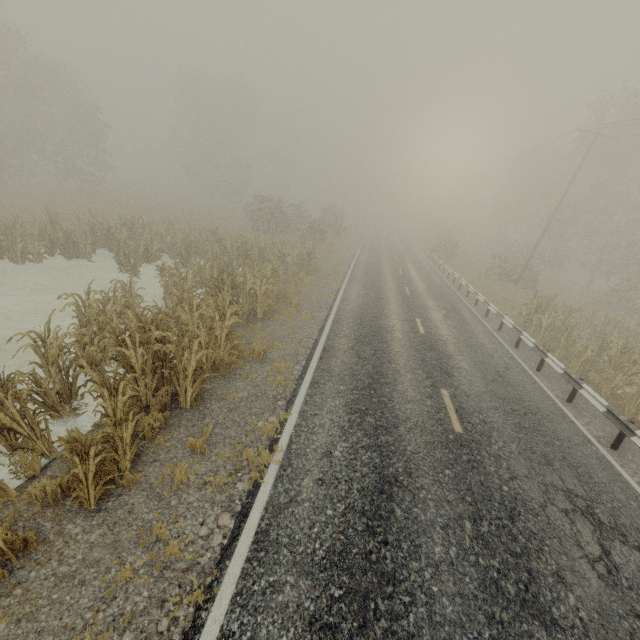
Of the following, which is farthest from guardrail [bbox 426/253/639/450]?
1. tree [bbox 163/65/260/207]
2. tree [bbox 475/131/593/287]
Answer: tree [bbox 163/65/260/207]

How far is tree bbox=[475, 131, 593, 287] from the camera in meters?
28.6 m

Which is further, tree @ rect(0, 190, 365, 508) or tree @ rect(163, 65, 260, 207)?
tree @ rect(163, 65, 260, 207)

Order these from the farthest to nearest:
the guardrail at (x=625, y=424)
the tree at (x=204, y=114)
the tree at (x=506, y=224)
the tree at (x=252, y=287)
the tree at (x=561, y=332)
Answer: the tree at (x=204, y=114)
the tree at (x=506, y=224)
the tree at (x=561, y=332)
the guardrail at (x=625, y=424)
the tree at (x=252, y=287)

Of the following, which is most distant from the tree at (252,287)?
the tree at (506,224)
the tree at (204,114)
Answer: the tree at (204,114)

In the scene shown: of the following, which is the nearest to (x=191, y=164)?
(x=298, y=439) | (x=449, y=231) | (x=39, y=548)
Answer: (x=449, y=231)

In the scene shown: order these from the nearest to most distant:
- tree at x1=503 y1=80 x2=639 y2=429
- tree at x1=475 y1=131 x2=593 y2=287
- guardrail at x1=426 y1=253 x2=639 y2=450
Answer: guardrail at x1=426 y1=253 x2=639 y2=450 → tree at x1=503 y1=80 x2=639 y2=429 → tree at x1=475 y1=131 x2=593 y2=287

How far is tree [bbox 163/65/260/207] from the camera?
43.34m
